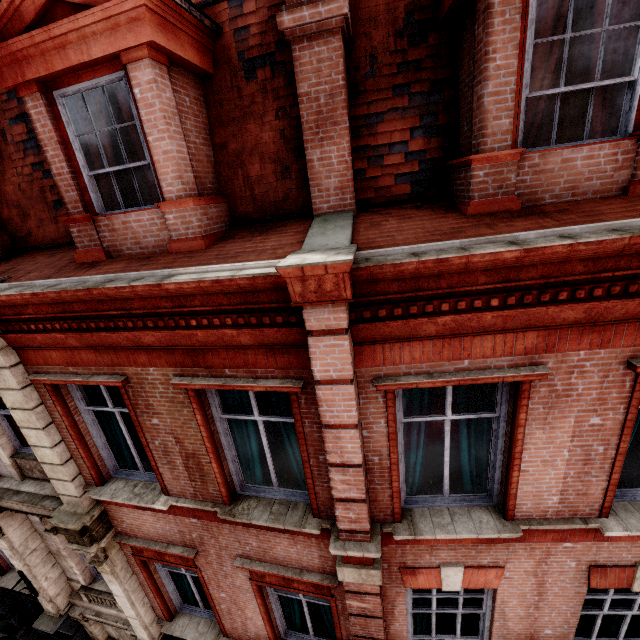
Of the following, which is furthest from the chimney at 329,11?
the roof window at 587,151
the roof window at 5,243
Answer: the roof window at 5,243

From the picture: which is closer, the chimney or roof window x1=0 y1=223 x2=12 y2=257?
the chimney

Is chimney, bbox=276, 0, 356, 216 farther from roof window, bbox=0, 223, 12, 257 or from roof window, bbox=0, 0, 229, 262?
roof window, bbox=0, 223, 12, 257

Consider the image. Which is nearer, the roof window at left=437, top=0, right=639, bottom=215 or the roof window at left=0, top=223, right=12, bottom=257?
the roof window at left=437, top=0, right=639, bottom=215

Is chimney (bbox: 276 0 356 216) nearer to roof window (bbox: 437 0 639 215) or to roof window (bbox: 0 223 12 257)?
roof window (bbox: 437 0 639 215)

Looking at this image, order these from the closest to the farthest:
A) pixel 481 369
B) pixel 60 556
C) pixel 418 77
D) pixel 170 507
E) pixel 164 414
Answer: pixel 481 369
pixel 418 77
pixel 164 414
pixel 170 507
pixel 60 556

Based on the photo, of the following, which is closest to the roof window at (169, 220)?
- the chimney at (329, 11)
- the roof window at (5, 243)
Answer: the chimney at (329, 11)
